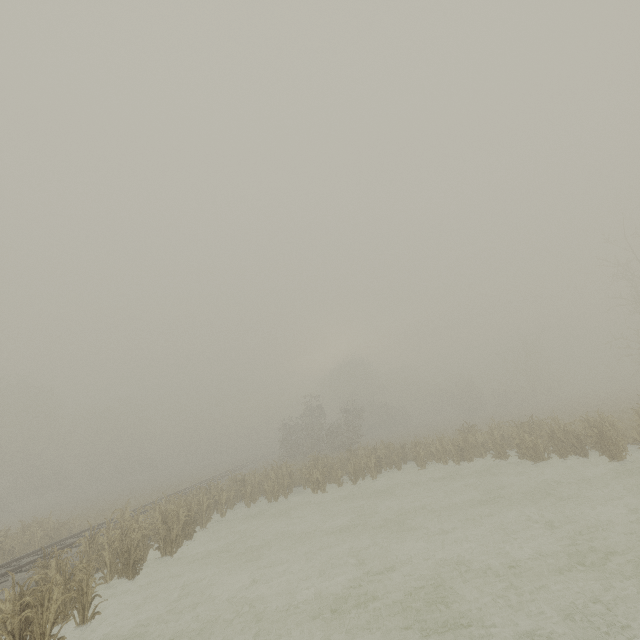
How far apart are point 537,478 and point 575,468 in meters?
1.7

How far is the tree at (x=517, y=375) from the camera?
45.66m

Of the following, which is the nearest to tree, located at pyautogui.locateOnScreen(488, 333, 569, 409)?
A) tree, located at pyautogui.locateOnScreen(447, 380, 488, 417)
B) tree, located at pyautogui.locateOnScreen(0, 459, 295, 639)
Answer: tree, located at pyautogui.locateOnScreen(447, 380, 488, 417)

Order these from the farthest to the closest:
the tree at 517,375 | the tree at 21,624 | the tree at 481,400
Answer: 1. the tree at 481,400
2. the tree at 517,375
3. the tree at 21,624

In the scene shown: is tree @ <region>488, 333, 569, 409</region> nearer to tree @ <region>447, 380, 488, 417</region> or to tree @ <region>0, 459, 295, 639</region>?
tree @ <region>447, 380, 488, 417</region>

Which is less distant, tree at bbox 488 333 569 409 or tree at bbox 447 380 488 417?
tree at bbox 488 333 569 409

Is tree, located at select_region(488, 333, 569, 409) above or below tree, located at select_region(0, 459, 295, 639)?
above

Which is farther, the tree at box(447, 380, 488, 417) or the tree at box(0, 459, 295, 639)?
the tree at box(447, 380, 488, 417)
